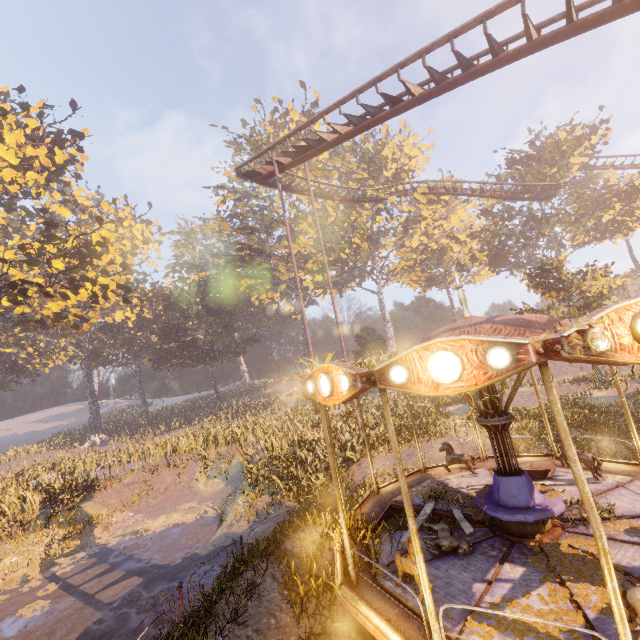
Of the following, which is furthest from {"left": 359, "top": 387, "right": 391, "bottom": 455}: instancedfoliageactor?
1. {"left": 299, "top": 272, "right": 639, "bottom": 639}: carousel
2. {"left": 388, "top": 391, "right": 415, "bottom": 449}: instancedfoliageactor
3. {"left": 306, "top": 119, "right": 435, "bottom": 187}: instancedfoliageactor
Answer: {"left": 306, "top": 119, "right": 435, "bottom": 187}: instancedfoliageactor

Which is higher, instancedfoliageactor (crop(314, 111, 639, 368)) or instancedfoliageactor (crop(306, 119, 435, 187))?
instancedfoliageactor (crop(306, 119, 435, 187))

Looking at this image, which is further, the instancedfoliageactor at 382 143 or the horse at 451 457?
the instancedfoliageactor at 382 143

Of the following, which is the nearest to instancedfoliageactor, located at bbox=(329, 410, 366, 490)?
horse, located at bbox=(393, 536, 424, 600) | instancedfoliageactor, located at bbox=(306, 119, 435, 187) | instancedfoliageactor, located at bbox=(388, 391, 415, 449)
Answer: instancedfoliageactor, located at bbox=(388, 391, 415, 449)

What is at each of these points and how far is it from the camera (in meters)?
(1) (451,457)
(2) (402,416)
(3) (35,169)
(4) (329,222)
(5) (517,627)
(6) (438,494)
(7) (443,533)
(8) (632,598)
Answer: (1) horse, 9.39
(2) instancedfoliageactor, 18.08
(3) instancedfoliageactor, 29.09
(4) instancedfoliageactor, 41.34
(5) instancedfoliageactor, 4.25
(6) instancedfoliageactor, 8.38
(7) horse, 6.23
(8) horse, 3.78

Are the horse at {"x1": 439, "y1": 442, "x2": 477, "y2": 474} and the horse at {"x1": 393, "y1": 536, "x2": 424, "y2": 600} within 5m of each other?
yes

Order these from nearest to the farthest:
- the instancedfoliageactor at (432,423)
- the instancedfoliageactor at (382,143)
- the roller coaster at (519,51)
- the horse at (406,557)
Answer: the horse at (406,557) < the roller coaster at (519,51) < the instancedfoliageactor at (432,423) < the instancedfoliageactor at (382,143)

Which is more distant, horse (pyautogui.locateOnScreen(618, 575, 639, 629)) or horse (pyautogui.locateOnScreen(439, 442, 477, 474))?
horse (pyautogui.locateOnScreen(439, 442, 477, 474))
